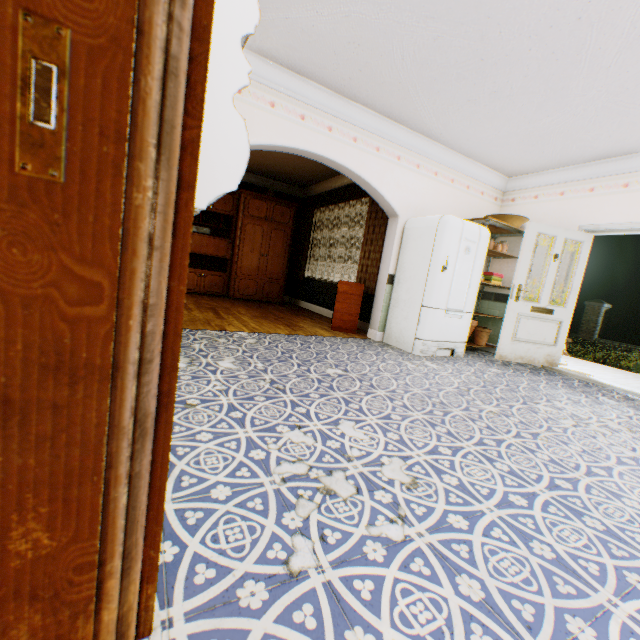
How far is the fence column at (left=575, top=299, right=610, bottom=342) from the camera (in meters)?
16.12

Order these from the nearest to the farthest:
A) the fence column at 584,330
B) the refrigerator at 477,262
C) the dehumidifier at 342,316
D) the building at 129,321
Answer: the building at 129,321, the refrigerator at 477,262, the dehumidifier at 342,316, the fence column at 584,330

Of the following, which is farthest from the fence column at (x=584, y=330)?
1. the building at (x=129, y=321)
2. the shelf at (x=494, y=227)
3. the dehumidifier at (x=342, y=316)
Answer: the dehumidifier at (x=342, y=316)

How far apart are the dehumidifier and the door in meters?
2.2

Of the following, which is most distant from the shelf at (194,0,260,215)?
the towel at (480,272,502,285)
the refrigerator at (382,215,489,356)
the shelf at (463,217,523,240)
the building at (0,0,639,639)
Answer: the towel at (480,272,502,285)

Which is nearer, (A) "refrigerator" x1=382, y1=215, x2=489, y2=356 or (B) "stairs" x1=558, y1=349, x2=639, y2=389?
(A) "refrigerator" x1=382, y1=215, x2=489, y2=356

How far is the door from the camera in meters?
4.8

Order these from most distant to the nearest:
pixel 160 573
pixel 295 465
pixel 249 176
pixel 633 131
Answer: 1. pixel 249 176
2. pixel 633 131
3. pixel 295 465
4. pixel 160 573
